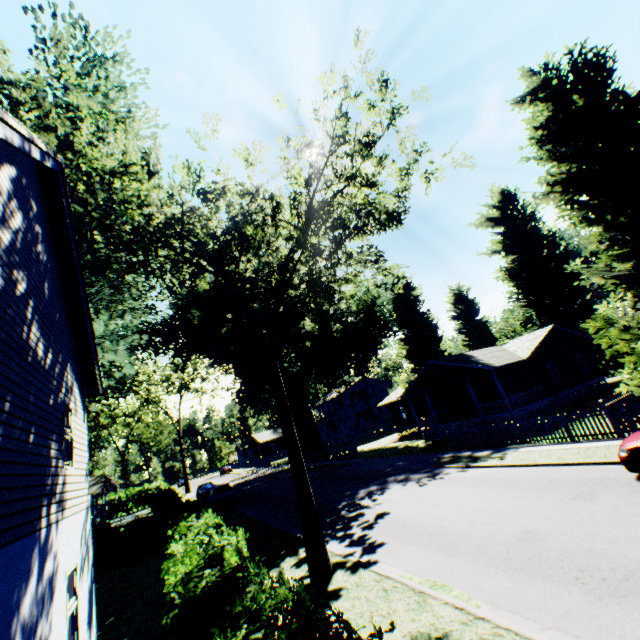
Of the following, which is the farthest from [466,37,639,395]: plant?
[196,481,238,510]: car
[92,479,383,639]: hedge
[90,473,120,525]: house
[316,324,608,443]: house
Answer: [196,481,238,510]: car

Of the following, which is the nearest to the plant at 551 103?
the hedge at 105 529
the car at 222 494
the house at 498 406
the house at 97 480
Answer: the house at 498 406

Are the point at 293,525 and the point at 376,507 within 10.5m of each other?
yes

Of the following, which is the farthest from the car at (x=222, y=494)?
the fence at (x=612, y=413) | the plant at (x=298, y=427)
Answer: the fence at (x=612, y=413)

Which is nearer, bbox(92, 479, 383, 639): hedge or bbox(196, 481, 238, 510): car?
bbox(92, 479, 383, 639): hedge

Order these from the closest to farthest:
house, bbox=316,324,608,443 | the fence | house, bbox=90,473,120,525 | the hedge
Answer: the hedge < the fence < house, bbox=316,324,608,443 < house, bbox=90,473,120,525

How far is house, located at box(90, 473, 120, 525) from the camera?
35.8 meters

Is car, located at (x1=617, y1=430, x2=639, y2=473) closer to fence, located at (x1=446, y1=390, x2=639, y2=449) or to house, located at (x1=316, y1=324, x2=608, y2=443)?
fence, located at (x1=446, y1=390, x2=639, y2=449)
